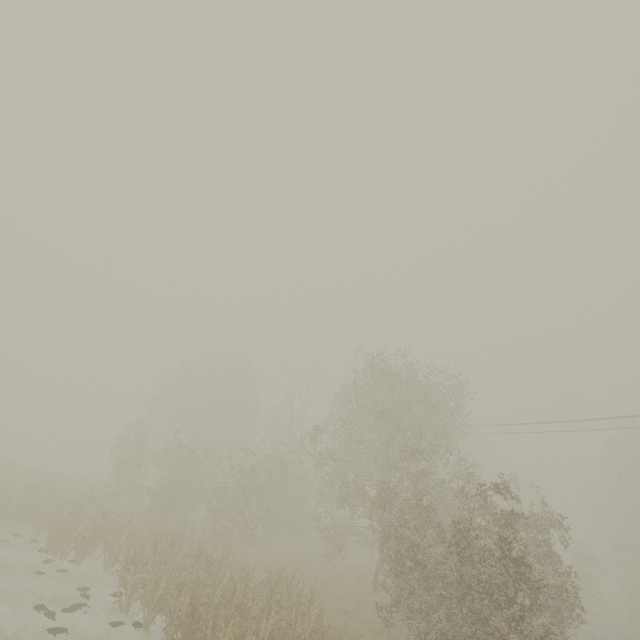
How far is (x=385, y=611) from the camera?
16.2m
